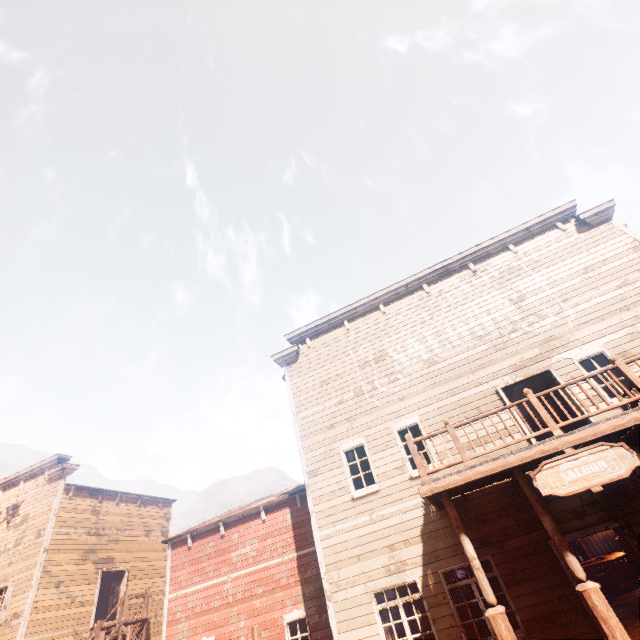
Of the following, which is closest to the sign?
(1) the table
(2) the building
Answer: (2) the building

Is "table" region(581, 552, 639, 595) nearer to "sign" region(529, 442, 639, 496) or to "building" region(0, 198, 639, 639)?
"building" region(0, 198, 639, 639)

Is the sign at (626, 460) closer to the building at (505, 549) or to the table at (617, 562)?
the building at (505, 549)

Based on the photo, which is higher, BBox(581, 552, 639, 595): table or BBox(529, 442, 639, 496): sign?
BBox(529, 442, 639, 496): sign

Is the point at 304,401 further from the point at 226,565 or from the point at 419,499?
the point at 226,565

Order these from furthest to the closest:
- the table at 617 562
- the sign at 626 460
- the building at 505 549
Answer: the table at 617 562 → the building at 505 549 → the sign at 626 460

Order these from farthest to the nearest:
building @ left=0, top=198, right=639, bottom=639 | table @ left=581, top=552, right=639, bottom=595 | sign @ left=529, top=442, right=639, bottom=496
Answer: table @ left=581, top=552, right=639, bottom=595
building @ left=0, top=198, right=639, bottom=639
sign @ left=529, top=442, right=639, bottom=496
